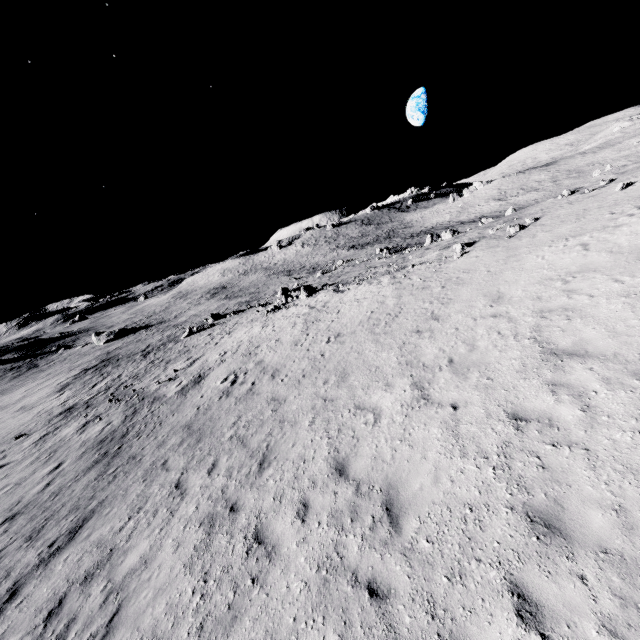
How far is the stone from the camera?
31.3m

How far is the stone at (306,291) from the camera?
31.3m

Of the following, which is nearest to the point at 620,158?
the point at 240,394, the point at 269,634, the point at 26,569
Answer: the point at 240,394
